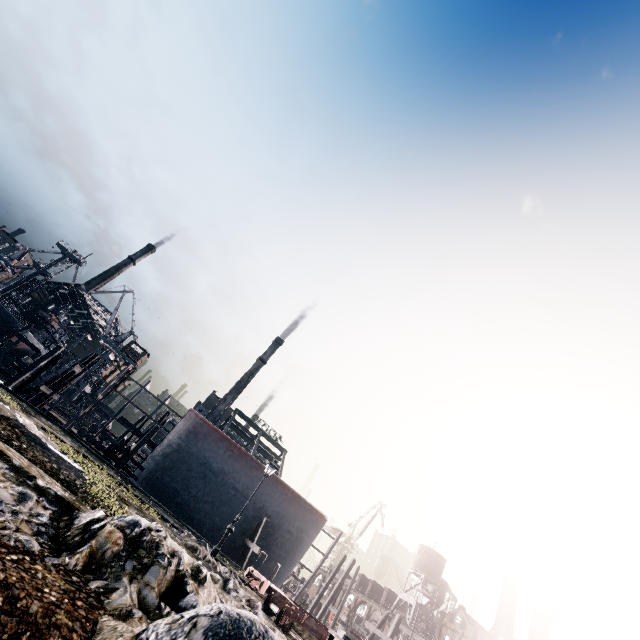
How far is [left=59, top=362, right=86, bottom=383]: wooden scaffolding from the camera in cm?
2923

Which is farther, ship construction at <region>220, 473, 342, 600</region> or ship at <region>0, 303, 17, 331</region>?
ship at <region>0, 303, 17, 331</region>

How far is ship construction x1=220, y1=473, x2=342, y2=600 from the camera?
26.64m

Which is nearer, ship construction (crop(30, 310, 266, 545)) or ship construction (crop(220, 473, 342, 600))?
ship construction (crop(30, 310, 266, 545))

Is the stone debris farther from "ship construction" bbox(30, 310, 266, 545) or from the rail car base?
"ship construction" bbox(30, 310, 266, 545)

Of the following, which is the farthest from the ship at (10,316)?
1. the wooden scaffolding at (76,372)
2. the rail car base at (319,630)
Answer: the rail car base at (319,630)

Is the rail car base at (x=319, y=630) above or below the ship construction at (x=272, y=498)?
below

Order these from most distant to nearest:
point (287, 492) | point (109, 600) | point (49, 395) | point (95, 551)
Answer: point (49, 395) → point (287, 492) → point (95, 551) → point (109, 600)
